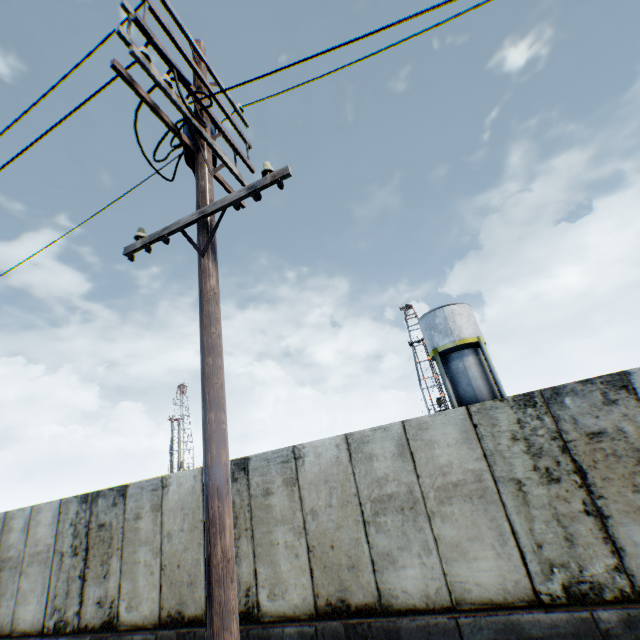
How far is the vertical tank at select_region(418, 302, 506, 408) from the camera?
22.0m

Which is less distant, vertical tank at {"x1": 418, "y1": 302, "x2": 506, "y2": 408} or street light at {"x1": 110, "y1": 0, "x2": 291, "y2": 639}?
street light at {"x1": 110, "y1": 0, "x2": 291, "y2": 639}

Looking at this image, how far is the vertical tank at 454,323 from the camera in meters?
22.0 m

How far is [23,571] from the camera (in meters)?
8.68

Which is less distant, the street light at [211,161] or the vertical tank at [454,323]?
the street light at [211,161]
